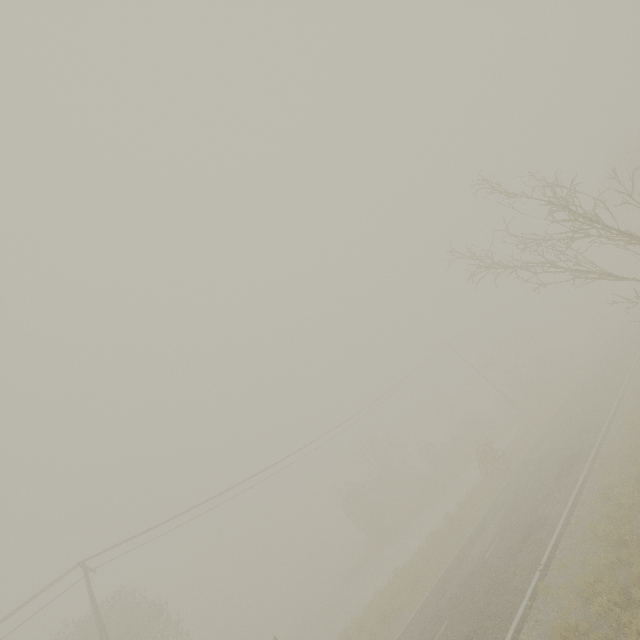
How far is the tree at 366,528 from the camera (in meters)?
36.41

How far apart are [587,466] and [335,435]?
18.7m

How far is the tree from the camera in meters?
36.4 m
